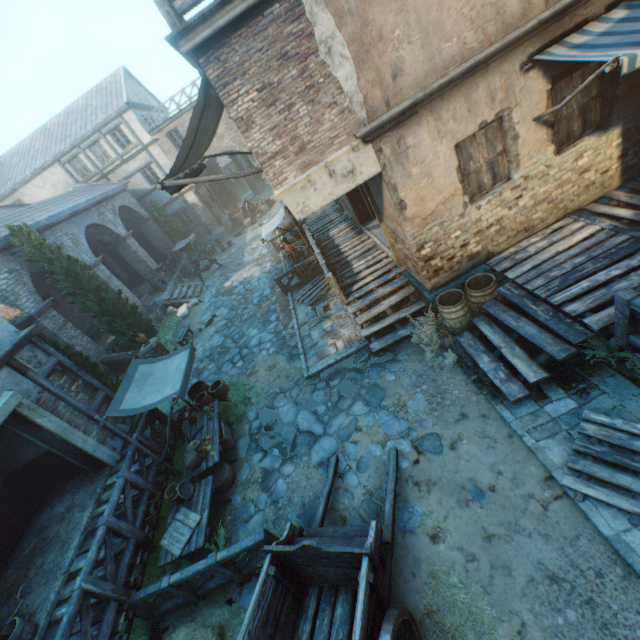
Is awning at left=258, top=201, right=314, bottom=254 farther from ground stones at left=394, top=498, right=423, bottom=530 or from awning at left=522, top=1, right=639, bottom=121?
awning at left=522, top=1, right=639, bottom=121

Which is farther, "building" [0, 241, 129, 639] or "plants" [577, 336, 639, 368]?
"building" [0, 241, 129, 639]

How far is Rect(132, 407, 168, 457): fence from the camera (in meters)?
7.94

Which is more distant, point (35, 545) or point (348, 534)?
point (35, 545)

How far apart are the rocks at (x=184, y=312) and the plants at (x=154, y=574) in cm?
1270

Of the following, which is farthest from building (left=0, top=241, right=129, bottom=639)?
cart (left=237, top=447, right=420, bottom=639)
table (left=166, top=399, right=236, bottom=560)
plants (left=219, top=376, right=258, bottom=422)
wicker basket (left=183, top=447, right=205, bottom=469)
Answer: cart (left=237, top=447, right=420, bottom=639)

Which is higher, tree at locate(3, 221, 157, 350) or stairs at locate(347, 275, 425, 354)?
tree at locate(3, 221, 157, 350)

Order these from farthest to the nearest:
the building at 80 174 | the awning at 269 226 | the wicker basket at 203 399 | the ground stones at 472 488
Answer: the building at 80 174 → the awning at 269 226 → the wicker basket at 203 399 → the ground stones at 472 488
